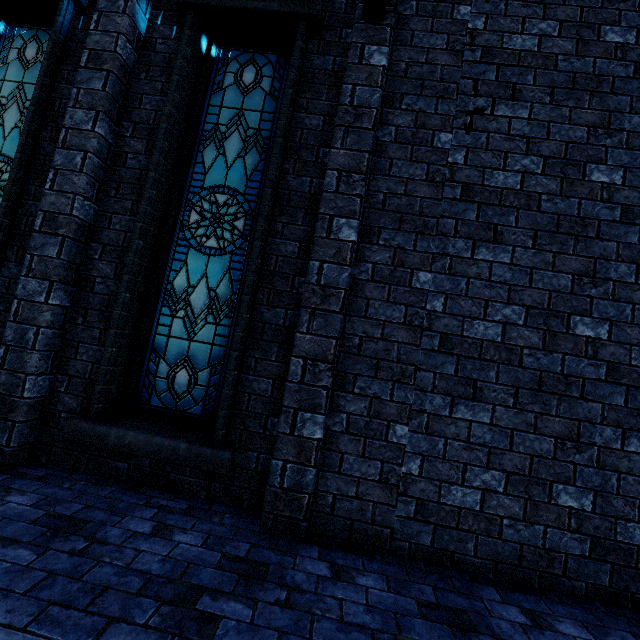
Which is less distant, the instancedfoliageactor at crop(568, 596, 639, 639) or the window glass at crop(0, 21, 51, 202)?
the instancedfoliageactor at crop(568, 596, 639, 639)

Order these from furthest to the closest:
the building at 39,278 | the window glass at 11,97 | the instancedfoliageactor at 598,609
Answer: the window glass at 11,97, the building at 39,278, the instancedfoliageactor at 598,609

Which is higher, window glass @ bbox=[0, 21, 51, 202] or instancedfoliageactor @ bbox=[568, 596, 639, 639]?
window glass @ bbox=[0, 21, 51, 202]

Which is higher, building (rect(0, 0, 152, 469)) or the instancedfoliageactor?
building (rect(0, 0, 152, 469))

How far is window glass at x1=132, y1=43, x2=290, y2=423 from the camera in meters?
3.7

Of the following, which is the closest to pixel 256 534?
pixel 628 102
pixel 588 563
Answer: pixel 588 563

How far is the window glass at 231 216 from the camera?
3.66m

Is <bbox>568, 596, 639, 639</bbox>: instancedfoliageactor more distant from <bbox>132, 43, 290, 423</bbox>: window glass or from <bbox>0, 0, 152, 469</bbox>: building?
<bbox>132, 43, 290, 423</bbox>: window glass
